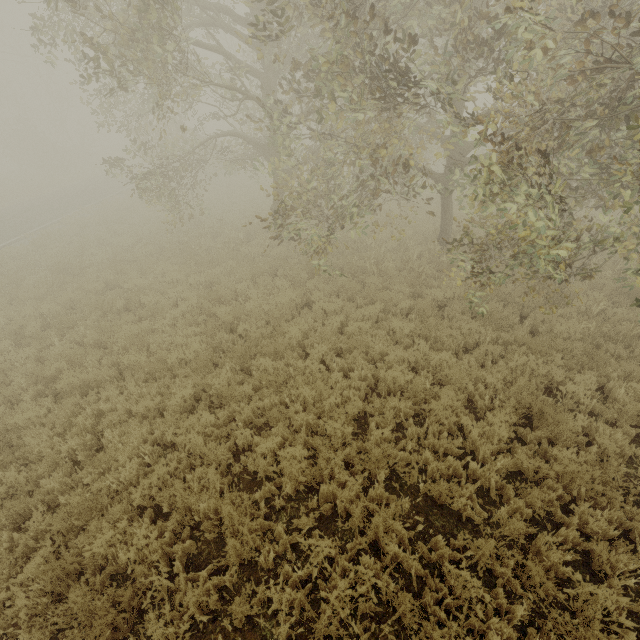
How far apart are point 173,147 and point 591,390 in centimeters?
1563cm

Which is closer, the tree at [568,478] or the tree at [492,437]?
the tree at [568,478]

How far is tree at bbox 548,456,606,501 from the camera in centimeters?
459cm

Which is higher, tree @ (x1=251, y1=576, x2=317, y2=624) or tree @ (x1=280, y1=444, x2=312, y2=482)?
tree @ (x1=280, y1=444, x2=312, y2=482)

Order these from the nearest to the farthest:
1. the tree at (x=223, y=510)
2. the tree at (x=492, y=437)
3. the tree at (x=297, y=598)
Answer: the tree at (x=297, y=598), the tree at (x=223, y=510), the tree at (x=492, y=437)

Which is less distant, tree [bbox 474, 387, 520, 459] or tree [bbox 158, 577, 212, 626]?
tree [bbox 158, 577, 212, 626]
